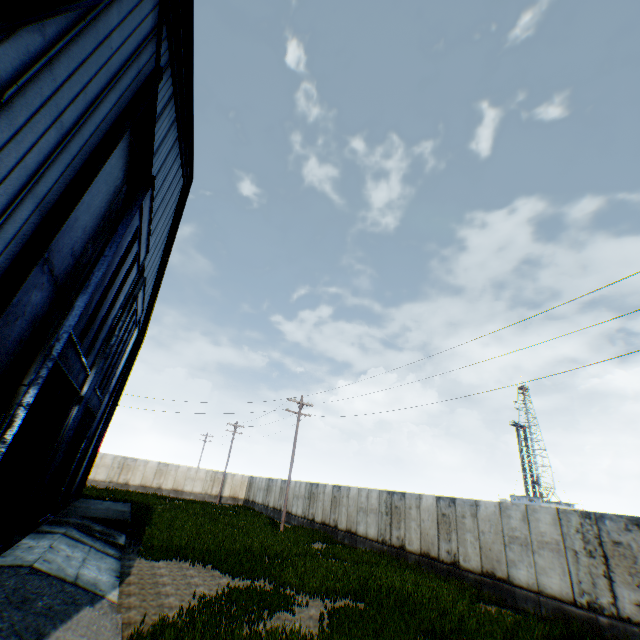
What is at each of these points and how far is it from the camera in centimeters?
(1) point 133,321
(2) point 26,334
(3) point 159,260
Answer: (1) hanging door, 1712cm
(2) hanging door, 718cm
(3) building, 1961cm

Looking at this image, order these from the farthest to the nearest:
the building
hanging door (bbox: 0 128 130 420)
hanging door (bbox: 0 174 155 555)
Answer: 1. hanging door (bbox: 0 174 155 555)
2. hanging door (bbox: 0 128 130 420)
3. the building

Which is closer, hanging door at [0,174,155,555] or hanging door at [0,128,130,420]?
hanging door at [0,128,130,420]

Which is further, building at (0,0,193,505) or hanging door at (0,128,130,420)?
hanging door at (0,128,130,420)

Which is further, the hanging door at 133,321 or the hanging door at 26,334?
the hanging door at 133,321

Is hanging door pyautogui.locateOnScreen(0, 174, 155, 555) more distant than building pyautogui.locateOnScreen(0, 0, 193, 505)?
Yes

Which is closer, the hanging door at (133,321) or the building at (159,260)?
the building at (159,260)
